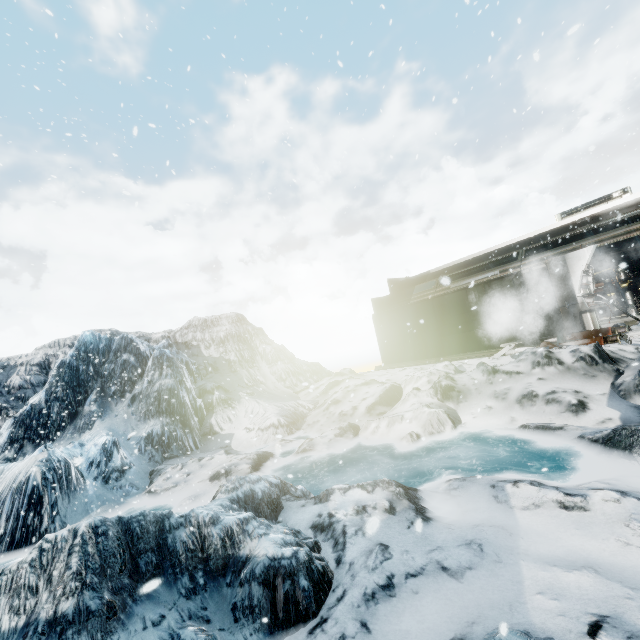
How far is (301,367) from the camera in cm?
1655

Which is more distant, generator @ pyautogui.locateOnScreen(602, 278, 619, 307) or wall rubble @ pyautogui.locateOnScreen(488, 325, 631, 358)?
generator @ pyautogui.locateOnScreen(602, 278, 619, 307)

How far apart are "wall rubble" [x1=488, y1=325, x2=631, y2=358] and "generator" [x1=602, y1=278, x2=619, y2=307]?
7.1 meters

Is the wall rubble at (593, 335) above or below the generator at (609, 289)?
below

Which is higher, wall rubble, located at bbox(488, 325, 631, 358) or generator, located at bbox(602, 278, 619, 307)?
generator, located at bbox(602, 278, 619, 307)
